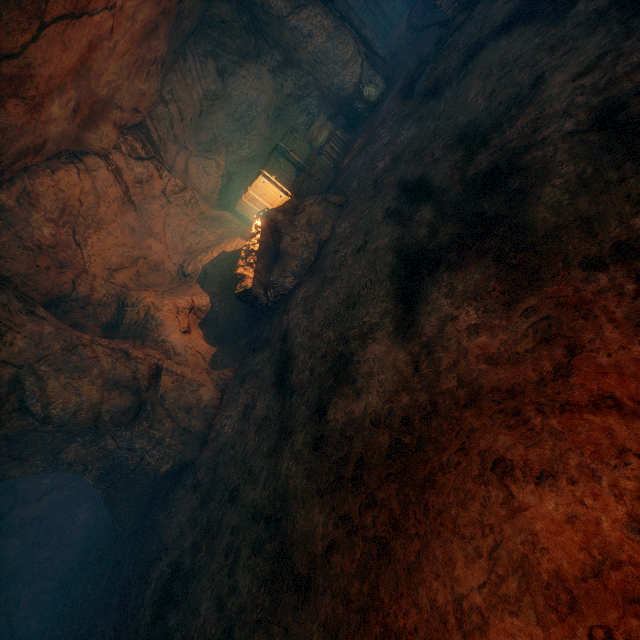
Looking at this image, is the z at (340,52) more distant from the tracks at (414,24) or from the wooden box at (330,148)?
the wooden box at (330,148)

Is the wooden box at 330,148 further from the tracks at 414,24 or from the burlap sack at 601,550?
the tracks at 414,24

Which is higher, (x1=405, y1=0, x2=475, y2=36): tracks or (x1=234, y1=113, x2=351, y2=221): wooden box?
(x1=234, y1=113, x2=351, y2=221): wooden box

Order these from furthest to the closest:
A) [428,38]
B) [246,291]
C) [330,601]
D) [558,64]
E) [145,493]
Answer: [428,38], [246,291], [145,493], [558,64], [330,601]

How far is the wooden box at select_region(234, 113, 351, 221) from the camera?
8.4m

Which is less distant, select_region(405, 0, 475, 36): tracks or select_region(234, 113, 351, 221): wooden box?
select_region(405, 0, 475, 36): tracks

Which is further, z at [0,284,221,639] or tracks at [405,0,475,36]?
tracks at [405,0,475,36]

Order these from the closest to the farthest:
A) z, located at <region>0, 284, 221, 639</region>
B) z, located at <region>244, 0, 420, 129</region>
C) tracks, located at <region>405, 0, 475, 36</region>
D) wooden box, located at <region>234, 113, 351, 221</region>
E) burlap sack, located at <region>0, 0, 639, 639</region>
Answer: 1. burlap sack, located at <region>0, 0, 639, 639</region>
2. z, located at <region>0, 284, 221, 639</region>
3. tracks, located at <region>405, 0, 475, 36</region>
4. wooden box, located at <region>234, 113, 351, 221</region>
5. z, located at <region>244, 0, 420, 129</region>
